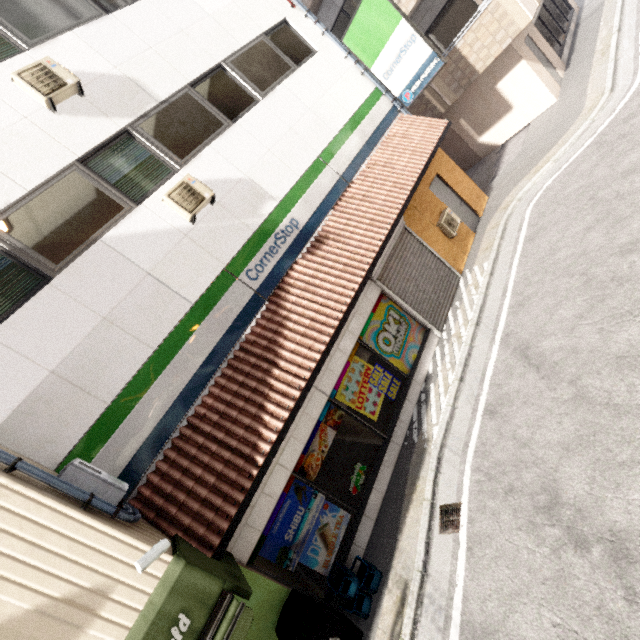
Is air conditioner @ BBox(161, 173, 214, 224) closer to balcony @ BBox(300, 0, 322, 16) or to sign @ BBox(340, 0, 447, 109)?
sign @ BBox(340, 0, 447, 109)

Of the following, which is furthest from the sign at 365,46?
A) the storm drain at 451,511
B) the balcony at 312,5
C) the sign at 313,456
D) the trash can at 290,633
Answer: the trash can at 290,633

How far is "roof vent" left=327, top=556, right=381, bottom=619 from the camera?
5.1m

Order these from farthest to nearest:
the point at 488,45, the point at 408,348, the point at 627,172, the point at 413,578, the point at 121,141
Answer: the point at 488,45, the point at 408,348, the point at 627,172, the point at 121,141, the point at 413,578

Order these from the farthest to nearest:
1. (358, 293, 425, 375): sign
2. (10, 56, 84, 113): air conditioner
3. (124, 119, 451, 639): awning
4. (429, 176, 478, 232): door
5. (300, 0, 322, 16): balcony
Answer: (300, 0, 322, 16): balcony → (429, 176, 478, 232): door → (358, 293, 425, 375): sign → (10, 56, 84, 113): air conditioner → (124, 119, 451, 639): awning

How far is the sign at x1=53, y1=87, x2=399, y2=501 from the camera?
4.7 meters

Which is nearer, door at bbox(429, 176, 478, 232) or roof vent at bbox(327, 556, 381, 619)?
roof vent at bbox(327, 556, 381, 619)

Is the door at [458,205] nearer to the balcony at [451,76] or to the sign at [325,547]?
the balcony at [451,76]
